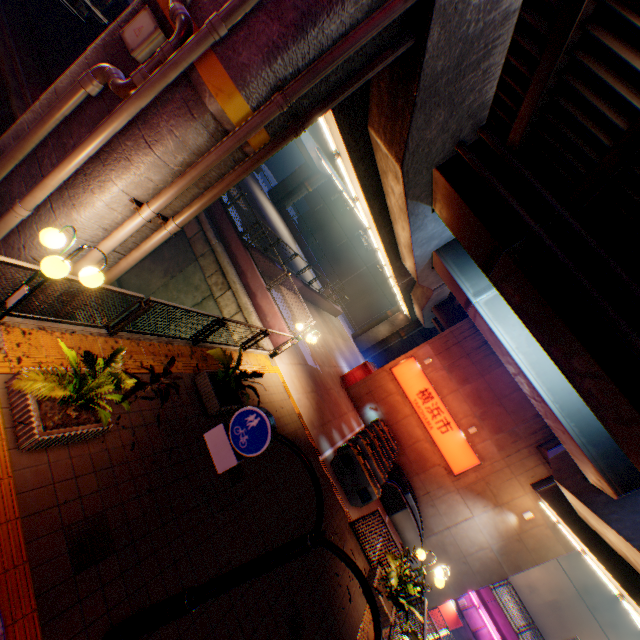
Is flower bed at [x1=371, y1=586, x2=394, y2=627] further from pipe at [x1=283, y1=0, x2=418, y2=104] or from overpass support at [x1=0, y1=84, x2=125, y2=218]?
pipe at [x1=283, y1=0, x2=418, y2=104]

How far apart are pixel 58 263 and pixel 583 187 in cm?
814

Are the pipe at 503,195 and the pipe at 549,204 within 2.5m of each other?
yes

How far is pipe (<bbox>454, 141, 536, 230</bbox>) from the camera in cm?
636

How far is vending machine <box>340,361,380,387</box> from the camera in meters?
20.4 m

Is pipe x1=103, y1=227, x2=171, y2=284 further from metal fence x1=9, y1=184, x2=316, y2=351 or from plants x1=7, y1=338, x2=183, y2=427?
plants x1=7, y1=338, x2=183, y2=427

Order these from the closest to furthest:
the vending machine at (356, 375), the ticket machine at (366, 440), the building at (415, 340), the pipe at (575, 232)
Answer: the pipe at (575, 232) < the ticket machine at (366, 440) < the vending machine at (356, 375) < the building at (415, 340)

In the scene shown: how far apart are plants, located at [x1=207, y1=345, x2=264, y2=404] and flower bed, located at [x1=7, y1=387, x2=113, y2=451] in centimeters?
248cm
